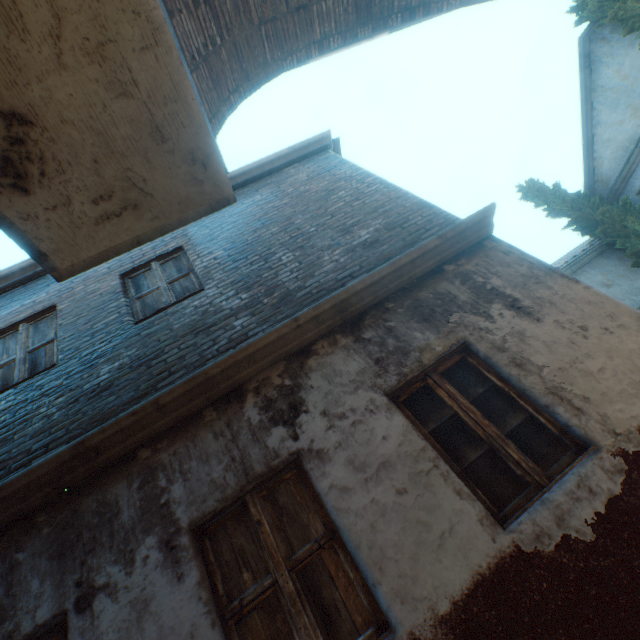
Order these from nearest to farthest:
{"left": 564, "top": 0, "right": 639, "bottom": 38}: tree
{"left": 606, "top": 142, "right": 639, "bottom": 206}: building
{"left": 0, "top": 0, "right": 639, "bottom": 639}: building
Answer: {"left": 0, "top": 0, "right": 639, "bottom": 639}: building
{"left": 564, "top": 0, "right": 639, "bottom": 38}: tree
{"left": 606, "top": 142, "right": 639, "bottom": 206}: building

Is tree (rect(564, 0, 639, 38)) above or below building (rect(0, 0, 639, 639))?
above

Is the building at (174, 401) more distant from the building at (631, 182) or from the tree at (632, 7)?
the building at (631, 182)

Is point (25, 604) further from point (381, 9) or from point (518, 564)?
point (381, 9)

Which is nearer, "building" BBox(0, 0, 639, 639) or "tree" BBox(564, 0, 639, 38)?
"building" BBox(0, 0, 639, 639)

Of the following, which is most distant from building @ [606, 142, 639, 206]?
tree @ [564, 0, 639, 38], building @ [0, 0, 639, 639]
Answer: building @ [0, 0, 639, 639]
